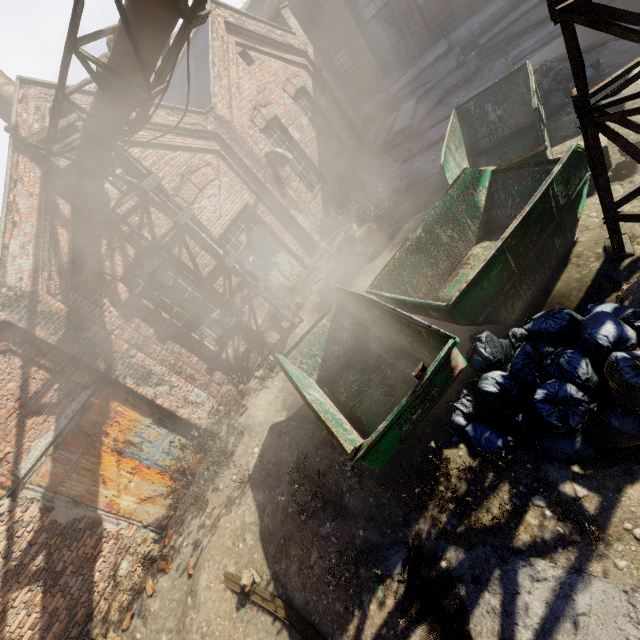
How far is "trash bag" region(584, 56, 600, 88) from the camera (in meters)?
7.24

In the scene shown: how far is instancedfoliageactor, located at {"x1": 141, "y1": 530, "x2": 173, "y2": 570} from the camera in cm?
590

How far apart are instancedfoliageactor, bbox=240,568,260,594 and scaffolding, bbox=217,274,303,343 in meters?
5.2 m

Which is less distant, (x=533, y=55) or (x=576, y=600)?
(x=576, y=600)

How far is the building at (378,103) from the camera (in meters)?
17.75

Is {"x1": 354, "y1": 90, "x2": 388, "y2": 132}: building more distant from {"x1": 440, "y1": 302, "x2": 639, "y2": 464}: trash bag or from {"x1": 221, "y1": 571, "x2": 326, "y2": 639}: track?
{"x1": 440, "y1": 302, "x2": 639, "y2": 464}: trash bag

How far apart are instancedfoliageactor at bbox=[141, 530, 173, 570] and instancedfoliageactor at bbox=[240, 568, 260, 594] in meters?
2.1 m

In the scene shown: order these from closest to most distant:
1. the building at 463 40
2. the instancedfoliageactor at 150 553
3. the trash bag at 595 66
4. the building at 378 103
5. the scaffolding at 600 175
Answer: the scaffolding at 600 175
the instancedfoliageactor at 150 553
the trash bag at 595 66
the building at 463 40
the building at 378 103
